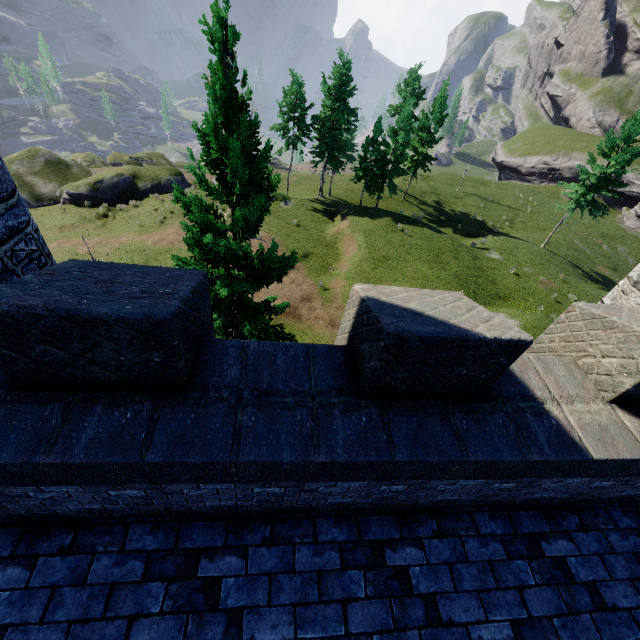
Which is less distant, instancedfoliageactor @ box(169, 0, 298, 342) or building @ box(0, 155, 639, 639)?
building @ box(0, 155, 639, 639)

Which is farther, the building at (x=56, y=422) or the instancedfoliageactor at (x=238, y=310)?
the instancedfoliageactor at (x=238, y=310)

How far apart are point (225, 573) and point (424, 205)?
46.19m
